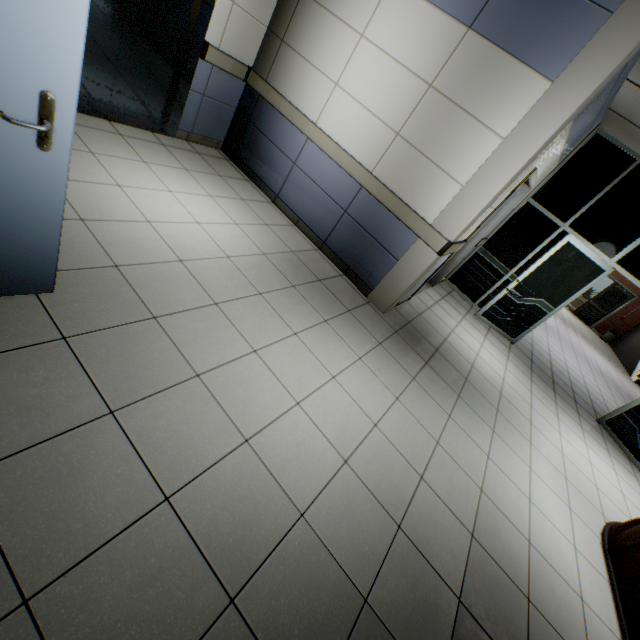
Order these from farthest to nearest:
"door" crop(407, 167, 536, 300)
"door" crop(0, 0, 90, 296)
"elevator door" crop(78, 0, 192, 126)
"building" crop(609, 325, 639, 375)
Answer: "building" crop(609, 325, 639, 375) → "door" crop(407, 167, 536, 300) → "elevator door" crop(78, 0, 192, 126) → "door" crop(0, 0, 90, 296)

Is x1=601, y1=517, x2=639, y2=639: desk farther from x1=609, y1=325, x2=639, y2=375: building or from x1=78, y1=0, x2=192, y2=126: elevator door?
x1=609, y1=325, x2=639, y2=375: building

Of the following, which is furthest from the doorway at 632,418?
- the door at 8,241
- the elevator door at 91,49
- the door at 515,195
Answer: the elevator door at 91,49

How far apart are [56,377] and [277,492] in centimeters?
125cm

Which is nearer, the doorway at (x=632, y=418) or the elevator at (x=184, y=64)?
the elevator at (x=184, y=64)

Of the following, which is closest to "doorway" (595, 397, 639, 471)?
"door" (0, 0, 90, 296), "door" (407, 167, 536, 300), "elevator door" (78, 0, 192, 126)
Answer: "door" (407, 167, 536, 300)

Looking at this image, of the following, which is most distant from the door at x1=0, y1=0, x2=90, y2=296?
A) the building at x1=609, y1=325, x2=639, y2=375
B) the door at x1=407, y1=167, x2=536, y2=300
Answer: the building at x1=609, y1=325, x2=639, y2=375

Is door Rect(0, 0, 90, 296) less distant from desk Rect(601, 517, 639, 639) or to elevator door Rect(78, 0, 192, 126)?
elevator door Rect(78, 0, 192, 126)
